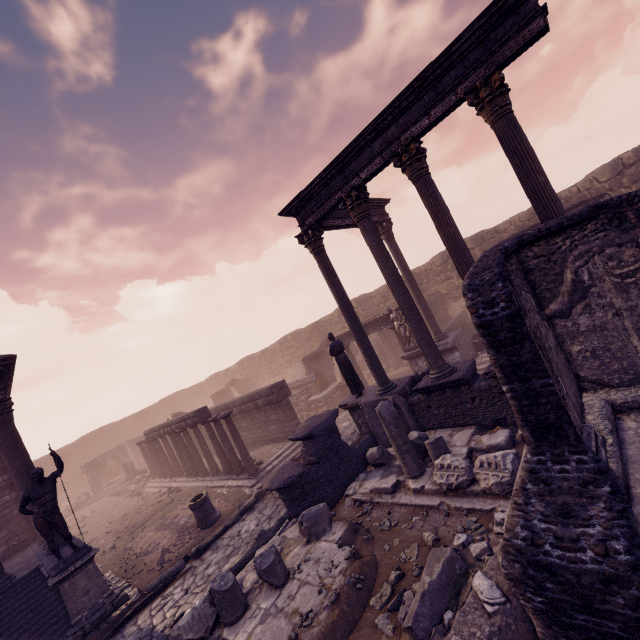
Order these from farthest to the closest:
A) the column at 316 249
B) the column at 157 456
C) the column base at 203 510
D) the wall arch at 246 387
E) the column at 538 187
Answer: the wall arch at 246 387 < the column at 157 456 < the column base at 203 510 < the column at 316 249 < the column at 538 187

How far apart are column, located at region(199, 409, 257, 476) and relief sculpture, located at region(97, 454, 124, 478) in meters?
21.3

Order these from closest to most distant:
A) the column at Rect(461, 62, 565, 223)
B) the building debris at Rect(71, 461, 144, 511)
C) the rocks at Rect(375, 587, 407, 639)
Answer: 1. the rocks at Rect(375, 587, 407, 639)
2. the column at Rect(461, 62, 565, 223)
3. the building debris at Rect(71, 461, 144, 511)

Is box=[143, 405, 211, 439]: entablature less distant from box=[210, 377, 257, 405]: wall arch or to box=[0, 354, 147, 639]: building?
box=[0, 354, 147, 639]: building

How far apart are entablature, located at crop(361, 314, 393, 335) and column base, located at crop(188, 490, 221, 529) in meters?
9.3

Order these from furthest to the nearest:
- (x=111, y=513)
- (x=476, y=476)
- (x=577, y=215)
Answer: (x=111, y=513) → (x=476, y=476) → (x=577, y=215)

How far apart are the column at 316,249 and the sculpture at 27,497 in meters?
8.3

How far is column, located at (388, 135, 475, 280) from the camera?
7.46m
